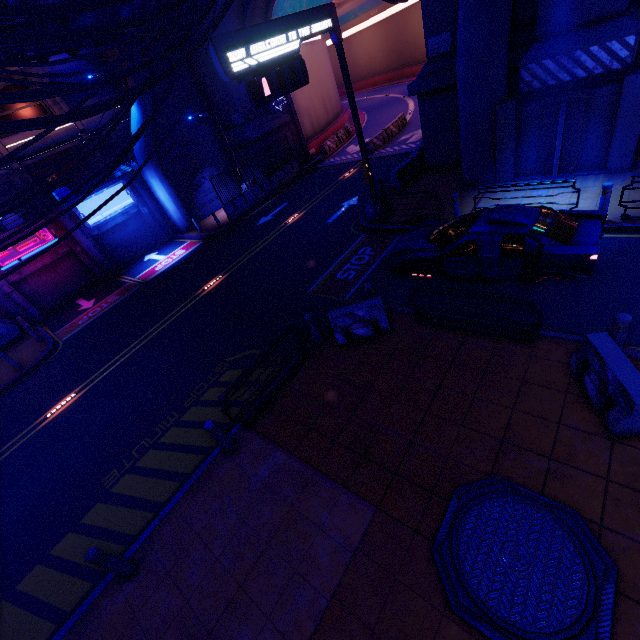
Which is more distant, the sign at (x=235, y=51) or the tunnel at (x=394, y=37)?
the tunnel at (x=394, y=37)

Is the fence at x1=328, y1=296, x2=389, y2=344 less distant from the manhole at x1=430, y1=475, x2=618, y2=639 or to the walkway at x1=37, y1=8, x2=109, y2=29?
the manhole at x1=430, y1=475, x2=618, y2=639

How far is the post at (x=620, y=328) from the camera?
5.5 meters

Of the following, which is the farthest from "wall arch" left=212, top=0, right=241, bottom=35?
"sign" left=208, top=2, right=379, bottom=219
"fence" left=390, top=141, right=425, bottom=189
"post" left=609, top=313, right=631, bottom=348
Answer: "post" left=609, top=313, right=631, bottom=348

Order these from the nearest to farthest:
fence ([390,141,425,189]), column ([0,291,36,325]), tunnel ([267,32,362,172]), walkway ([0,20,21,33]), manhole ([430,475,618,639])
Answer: manhole ([430,475,618,639])
walkway ([0,20,21,33])
fence ([390,141,425,189])
column ([0,291,36,325])
tunnel ([267,32,362,172])

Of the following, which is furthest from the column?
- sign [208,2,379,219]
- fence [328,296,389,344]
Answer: fence [328,296,389,344]

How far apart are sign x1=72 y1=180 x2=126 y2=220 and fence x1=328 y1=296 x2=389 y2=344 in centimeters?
1964cm

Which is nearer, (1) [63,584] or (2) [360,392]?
(1) [63,584]
